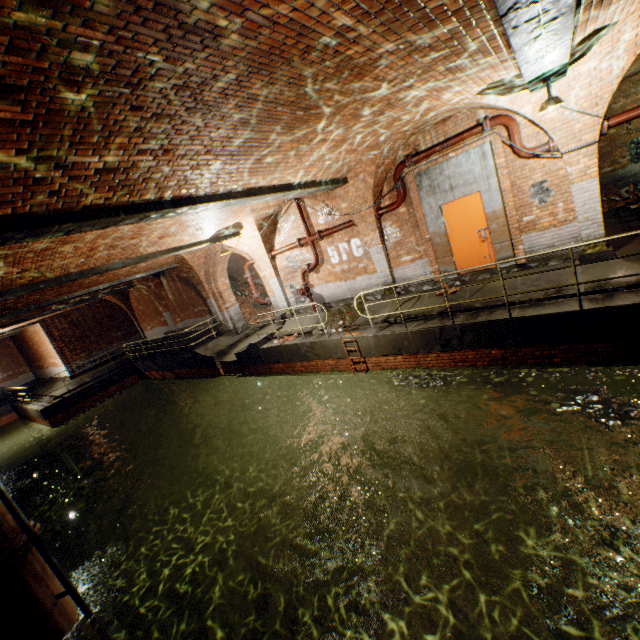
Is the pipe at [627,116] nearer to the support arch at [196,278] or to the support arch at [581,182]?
the support arch at [581,182]

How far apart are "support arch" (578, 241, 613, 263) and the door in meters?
1.7 m

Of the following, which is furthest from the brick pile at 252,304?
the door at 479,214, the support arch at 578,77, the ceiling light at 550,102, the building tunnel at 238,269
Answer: the ceiling light at 550,102

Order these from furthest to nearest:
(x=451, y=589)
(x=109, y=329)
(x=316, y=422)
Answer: (x=109, y=329) → (x=316, y=422) → (x=451, y=589)

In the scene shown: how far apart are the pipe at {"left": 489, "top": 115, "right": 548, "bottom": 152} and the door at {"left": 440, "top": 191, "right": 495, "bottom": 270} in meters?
1.0

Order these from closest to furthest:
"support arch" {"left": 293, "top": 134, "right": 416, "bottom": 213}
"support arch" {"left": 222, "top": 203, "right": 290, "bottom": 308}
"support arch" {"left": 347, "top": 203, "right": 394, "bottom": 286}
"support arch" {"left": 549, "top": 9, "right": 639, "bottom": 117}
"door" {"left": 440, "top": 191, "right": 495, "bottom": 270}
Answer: "support arch" {"left": 549, "top": 9, "right": 639, "bottom": 117}
"support arch" {"left": 293, "top": 134, "right": 416, "bottom": 213}
"door" {"left": 440, "top": 191, "right": 495, "bottom": 270}
"support arch" {"left": 347, "top": 203, "right": 394, "bottom": 286}
"support arch" {"left": 222, "top": 203, "right": 290, "bottom": 308}

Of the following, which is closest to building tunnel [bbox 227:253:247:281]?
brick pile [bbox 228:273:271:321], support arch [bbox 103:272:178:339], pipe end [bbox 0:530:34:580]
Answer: brick pile [bbox 228:273:271:321]

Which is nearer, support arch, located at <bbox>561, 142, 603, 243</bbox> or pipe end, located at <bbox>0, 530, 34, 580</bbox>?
pipe end, located at <bbox>0, 530, 34, 580</bbox>
